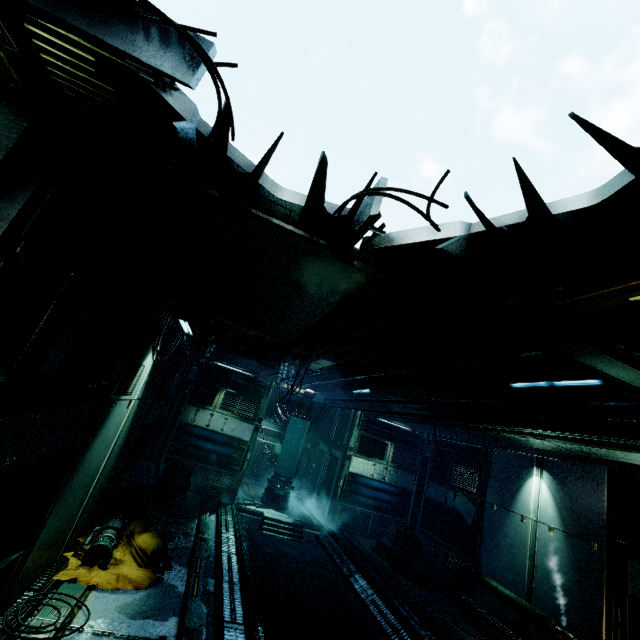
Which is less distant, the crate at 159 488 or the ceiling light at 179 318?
the ceiling light at 179 318

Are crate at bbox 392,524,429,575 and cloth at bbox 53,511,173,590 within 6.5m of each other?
no

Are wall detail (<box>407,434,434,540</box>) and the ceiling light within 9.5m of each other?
no

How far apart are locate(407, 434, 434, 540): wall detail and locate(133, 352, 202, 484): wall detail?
8.83m

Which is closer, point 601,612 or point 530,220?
point 530,220

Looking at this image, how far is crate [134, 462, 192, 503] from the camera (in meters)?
8.90

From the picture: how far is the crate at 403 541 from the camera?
10.1m

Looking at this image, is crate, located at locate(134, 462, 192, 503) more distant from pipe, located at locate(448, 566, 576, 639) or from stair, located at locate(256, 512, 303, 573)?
pipe, located at locate(448, 566, 576, 639)
